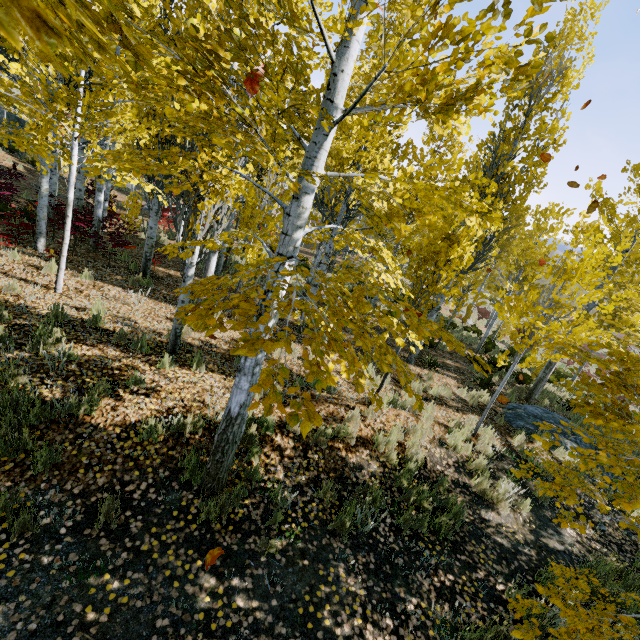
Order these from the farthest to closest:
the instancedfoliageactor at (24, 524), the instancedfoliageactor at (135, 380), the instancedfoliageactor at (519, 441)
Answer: the instancedfoliageactor at (135, 380)
the instancedfoliageactor at (519, 441)
the instancedfoliageactor at (24, 524)

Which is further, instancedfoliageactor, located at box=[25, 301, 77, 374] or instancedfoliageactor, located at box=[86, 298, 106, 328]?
instancedfoliageactor, located at box=[86, 298, 106, 328]

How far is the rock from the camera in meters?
8.5 m

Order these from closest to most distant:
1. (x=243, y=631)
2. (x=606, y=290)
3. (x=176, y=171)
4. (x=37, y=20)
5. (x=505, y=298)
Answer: (x=37, y=20) → (x=176, y=171) → (x=243, y=631) → (x=606, y=290) → (x=505, y=298)

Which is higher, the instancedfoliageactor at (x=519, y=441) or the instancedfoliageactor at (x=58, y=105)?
the instancedfoliageactor at (x=58, y=105)

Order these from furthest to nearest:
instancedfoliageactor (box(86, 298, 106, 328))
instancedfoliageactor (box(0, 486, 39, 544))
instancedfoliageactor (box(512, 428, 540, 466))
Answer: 1. instancedfoliageactor (box(86, 298, 106, 328))
2. instancedfoliageactor (box(512, 428, 540, 466))
3. instancedfoliageactor (box(0, 486, 39, 544))
